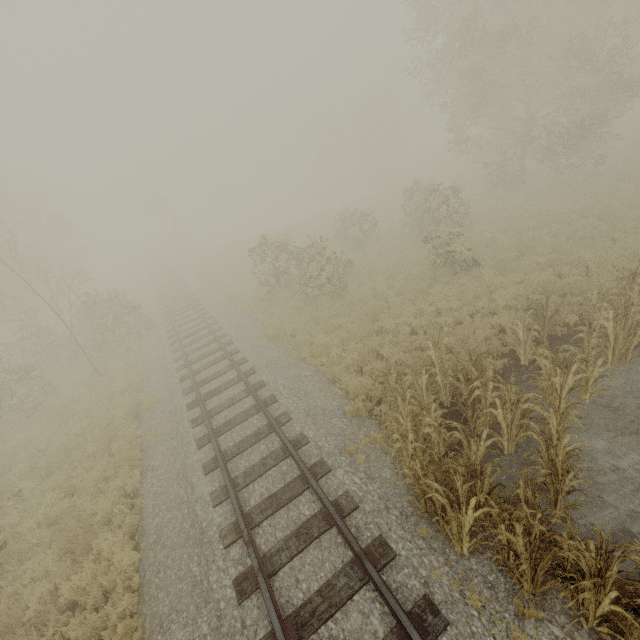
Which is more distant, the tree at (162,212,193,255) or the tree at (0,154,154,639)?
the tree at (162,212,193,255)

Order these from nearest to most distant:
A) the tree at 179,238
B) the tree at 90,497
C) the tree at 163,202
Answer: the tree at 90,497 → the tree at 163,202 → the tree at 179,238

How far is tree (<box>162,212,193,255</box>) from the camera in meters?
40.7

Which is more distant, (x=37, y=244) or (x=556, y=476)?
(x=37, y=244)

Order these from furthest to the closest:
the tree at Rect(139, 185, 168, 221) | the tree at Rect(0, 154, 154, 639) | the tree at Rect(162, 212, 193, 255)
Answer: the tree at Rect(162, 212, 193, 255) → the tree at Rect(139, 185, 168, 221) → the tree at Rect(0, 154, 154, 639)

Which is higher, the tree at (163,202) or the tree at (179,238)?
the tree at (163,202)

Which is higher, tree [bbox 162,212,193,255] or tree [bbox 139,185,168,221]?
tree [bbox 139,185,168,221]
